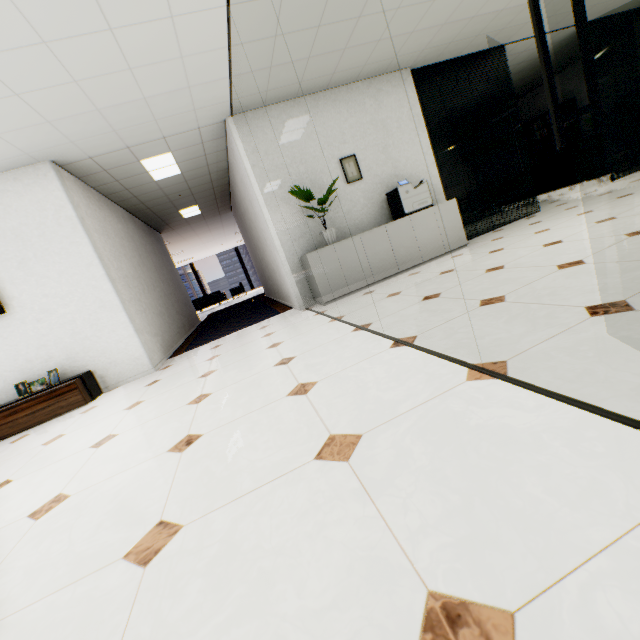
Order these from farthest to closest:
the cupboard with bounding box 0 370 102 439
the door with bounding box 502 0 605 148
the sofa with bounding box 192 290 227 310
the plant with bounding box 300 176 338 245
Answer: the sofa with bounding box 192 290 227 310 < the plant with bounding box 300 176 338 245 < the cupboard with bounding box 0 370 102 439 < the door with bounding box 502 0 605 148

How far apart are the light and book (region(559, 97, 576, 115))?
10.08m

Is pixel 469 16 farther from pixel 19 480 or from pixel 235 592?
pixel 19 480

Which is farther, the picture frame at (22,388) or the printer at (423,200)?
the printer at (423,200)

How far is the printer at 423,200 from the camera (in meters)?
4.91

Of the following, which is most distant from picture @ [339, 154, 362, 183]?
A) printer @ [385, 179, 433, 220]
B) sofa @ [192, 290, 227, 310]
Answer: sofa @ [192, 290, 227, 310]

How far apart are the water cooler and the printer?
6.9 meters

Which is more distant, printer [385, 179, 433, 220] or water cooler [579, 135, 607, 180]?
water cooler [579, 135, 607, 180]
